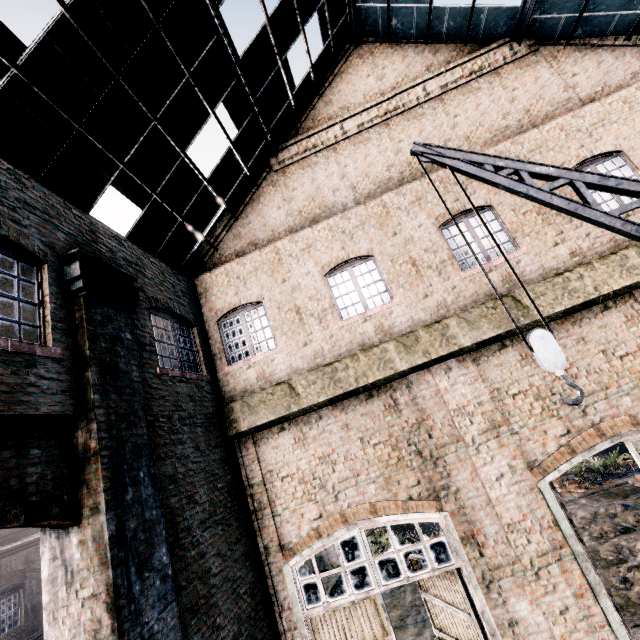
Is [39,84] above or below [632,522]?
above

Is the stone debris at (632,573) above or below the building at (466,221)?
below

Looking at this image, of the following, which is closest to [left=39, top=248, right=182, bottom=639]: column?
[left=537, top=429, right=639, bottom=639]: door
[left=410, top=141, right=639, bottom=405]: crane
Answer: [left=410, top=141, right=639, bottom=405]: crane

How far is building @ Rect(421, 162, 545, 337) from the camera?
8.4m

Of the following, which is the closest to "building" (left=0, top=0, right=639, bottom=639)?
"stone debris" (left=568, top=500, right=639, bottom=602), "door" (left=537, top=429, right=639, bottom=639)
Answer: "door" (left=537, top=429, right=639, bottom=639)

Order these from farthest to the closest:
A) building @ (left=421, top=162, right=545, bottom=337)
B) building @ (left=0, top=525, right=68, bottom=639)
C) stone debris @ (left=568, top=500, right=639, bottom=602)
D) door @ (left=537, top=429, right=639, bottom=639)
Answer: building @ (left=0, top=525, right=68, bottom=639) < stone debris @ (left=568, top=500, right=639, bottom=602) < building @ (left=421, top=162, right=545, bottom=337) < door @ (left=537, top=429, right=639, bottom=639)

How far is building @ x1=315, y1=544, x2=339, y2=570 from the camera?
22.5m

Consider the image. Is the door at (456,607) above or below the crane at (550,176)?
below
